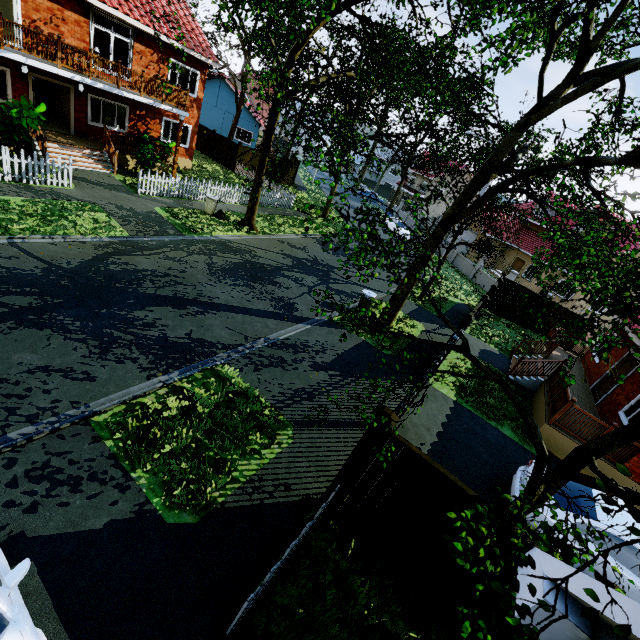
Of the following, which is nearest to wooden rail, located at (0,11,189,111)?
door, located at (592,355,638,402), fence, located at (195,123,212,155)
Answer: fence, located at (195,123,212,155)

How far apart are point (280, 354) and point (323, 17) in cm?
1297

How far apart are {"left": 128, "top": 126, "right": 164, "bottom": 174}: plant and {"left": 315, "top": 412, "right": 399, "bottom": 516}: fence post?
17.92m

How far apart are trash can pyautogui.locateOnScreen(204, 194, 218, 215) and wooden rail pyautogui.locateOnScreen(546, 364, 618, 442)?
16.8 meters

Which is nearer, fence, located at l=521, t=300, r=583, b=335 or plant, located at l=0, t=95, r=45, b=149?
plant, located at l=0, t=95, r=45, b=149

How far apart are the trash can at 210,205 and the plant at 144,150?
3.0m

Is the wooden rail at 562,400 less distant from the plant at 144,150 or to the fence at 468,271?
the fence at 468,271

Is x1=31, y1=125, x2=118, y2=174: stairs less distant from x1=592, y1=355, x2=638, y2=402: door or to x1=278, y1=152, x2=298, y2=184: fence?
x1=278, y1=152, x2=298, y2=184: fence
